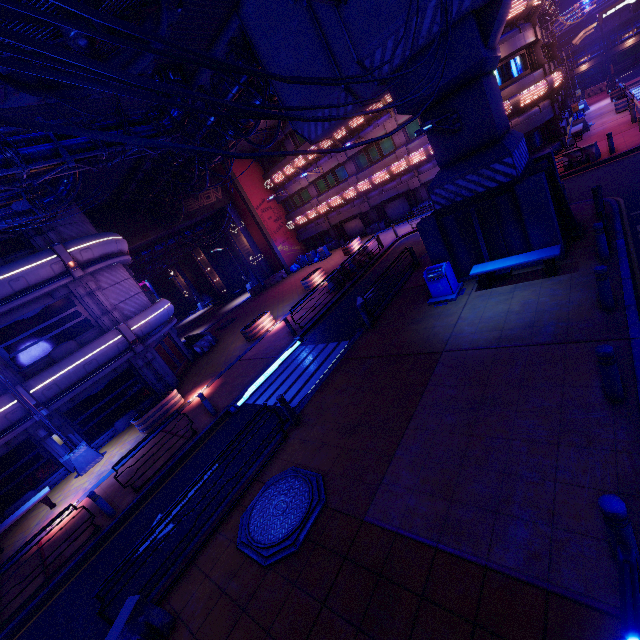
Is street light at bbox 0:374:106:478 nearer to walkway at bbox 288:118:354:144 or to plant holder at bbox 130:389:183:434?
plant holder at bbox 130:389:183:434

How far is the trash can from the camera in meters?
11.3

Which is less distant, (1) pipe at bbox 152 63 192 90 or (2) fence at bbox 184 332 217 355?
(1) pipe at bbox 152 63 192 90

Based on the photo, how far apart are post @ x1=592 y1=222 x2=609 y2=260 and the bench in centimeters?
75cm

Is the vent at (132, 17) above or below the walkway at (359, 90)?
above

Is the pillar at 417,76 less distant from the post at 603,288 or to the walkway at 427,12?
the walkway at 427,12

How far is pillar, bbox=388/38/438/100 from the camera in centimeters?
947cm

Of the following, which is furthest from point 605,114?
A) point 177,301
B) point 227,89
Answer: point 177,301
